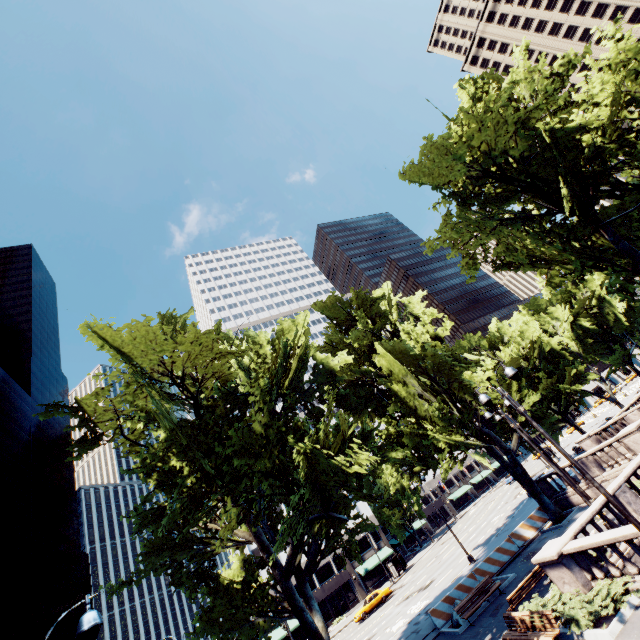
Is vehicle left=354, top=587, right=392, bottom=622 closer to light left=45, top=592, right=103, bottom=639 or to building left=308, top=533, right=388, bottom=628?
building left=308, top=533, right=388, bottom=628

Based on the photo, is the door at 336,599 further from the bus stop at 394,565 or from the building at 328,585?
the bus stop at 394,565

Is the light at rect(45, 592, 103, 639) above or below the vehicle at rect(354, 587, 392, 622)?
above

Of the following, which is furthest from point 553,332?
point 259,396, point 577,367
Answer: point 259,396

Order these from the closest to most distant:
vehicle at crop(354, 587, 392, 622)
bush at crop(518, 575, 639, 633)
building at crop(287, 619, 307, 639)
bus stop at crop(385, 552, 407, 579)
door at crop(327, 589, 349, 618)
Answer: bush at crop(518, 575, 639, 633), vehicle at crop(354, 587, 392, 622), building at crop(287, 619, 307, 639), bus stop at crop(385, 552, 407, 579), door at crop(327, 589, 349, 618)

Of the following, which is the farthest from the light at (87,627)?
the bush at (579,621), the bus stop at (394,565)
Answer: the bus stop at (394,565)

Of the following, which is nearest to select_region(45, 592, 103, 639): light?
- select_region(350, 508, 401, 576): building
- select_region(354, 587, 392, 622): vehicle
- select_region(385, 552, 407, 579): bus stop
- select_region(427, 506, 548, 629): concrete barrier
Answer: select_region(427, 506, 548, 629): concrete barrier

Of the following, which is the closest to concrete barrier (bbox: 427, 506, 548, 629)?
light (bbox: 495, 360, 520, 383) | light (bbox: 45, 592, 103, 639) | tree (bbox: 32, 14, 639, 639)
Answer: tree (bbox: 32, 14, 639, 639)
